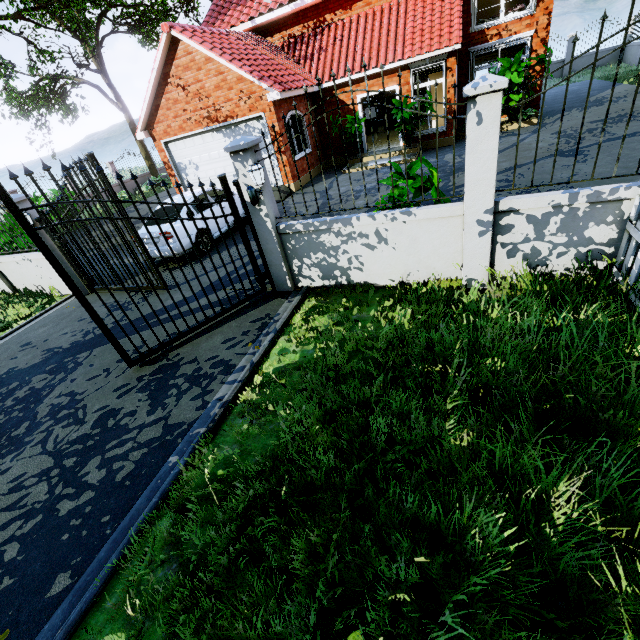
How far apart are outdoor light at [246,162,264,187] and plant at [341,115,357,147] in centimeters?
994cm

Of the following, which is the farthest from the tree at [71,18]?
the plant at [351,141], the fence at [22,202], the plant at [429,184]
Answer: the plant at [351,141]

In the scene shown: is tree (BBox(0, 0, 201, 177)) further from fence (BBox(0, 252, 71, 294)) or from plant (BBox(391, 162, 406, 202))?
plant (BBox(391, 162, 406, 202))

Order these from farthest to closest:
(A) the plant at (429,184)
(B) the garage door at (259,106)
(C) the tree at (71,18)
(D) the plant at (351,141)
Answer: (C) the tree at (71,18) < (D) the plant at (351,141) < (B) the garage door at (259,106) < (A) the plant at (429,184)

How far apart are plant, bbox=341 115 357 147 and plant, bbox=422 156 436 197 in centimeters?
949cm

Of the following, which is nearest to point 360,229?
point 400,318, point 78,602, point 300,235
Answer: point 300,235

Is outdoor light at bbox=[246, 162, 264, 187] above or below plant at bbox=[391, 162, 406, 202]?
above

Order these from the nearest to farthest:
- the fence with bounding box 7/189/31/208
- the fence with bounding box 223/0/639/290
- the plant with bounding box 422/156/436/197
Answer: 1. the fence with bounding box 223/0/639/290
2. the plant with bounding box 422/156/436/197
3. the fence with bounding box 7/189/31/208
